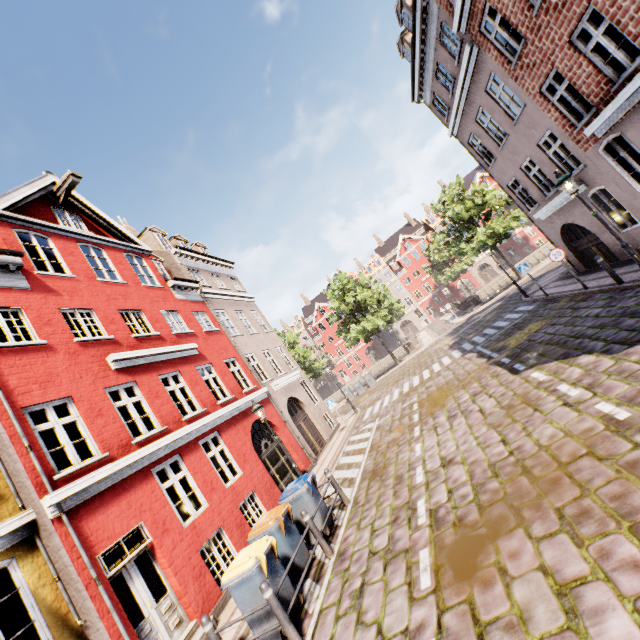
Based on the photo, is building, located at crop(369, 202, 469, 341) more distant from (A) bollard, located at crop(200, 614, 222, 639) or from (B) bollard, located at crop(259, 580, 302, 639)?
(B) bollard, located at crop(259, 580, 302, 639)

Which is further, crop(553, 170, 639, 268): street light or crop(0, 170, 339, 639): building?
crop(553, 170, 639, 268): street light

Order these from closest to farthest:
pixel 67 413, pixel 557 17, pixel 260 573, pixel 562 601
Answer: pixel 562 601 < pixel 260 573 < pixel 557 17 < pixel 67 413

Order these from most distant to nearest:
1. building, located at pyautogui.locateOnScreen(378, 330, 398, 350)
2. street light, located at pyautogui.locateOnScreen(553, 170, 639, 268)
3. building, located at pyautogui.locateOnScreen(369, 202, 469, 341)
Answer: building, located at pyautogui.locateOnScreen(378, 330, 398, 350)
building, located at pyautogui.locateOnScreen(369, 202, 469, 341)
street light, located at pyautogui.locateOnScreen(553, 170, 639, 268)

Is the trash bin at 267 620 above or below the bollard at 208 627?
below

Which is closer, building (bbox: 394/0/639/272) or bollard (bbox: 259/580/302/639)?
bollard (bbox: 259/580/302/639)

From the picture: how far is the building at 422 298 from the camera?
56.5m

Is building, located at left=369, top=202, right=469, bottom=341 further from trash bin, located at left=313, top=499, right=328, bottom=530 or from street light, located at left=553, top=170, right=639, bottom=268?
trash bin, located at left=313, top=499, right=328, bottom=530
